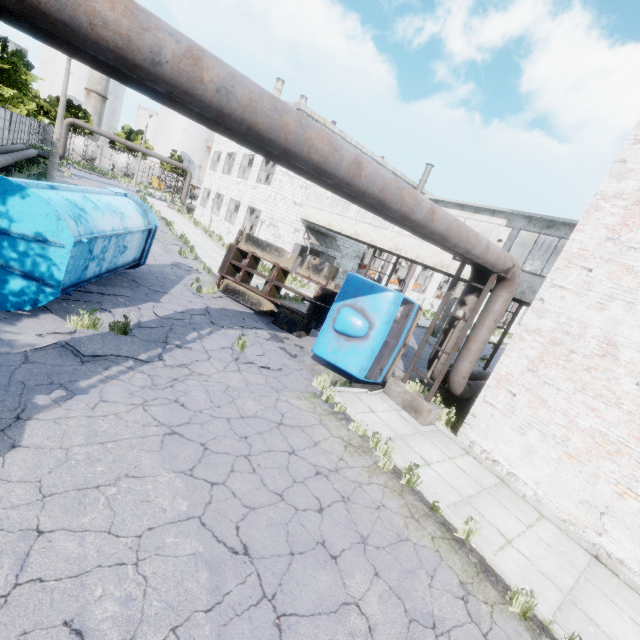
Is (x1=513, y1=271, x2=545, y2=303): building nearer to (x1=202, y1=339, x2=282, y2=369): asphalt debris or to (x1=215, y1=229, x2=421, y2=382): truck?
(x1=215, y1=229, x2=421, y2=382): truck

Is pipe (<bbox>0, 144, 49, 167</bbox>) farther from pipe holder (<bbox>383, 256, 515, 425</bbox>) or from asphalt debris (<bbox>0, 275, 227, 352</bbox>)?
pipe holder (<bbox>383, 256, 515, 425</bbox>)

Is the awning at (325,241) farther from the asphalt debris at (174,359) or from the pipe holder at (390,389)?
the pipe holder at (390,389)

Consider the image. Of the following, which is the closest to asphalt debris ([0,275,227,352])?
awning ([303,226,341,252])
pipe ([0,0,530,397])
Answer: pipe ([0,0,530,397])

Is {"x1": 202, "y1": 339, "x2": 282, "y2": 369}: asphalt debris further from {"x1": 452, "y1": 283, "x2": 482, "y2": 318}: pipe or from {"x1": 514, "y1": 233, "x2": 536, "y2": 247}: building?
{"x1": 514, "y1": 233, "x2": 536, "y2": 247}: building

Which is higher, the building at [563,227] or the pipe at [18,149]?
the building at [563,227]

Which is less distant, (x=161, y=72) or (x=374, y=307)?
(x=161, y=72)

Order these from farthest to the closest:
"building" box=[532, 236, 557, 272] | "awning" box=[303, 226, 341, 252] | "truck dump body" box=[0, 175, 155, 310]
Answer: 1. "awning" box=[303, 226, 341, 252]
2. "building" box=[532, 236, 557, 272]
3. "truck dump body" box=[0, 175, 155, 310]
